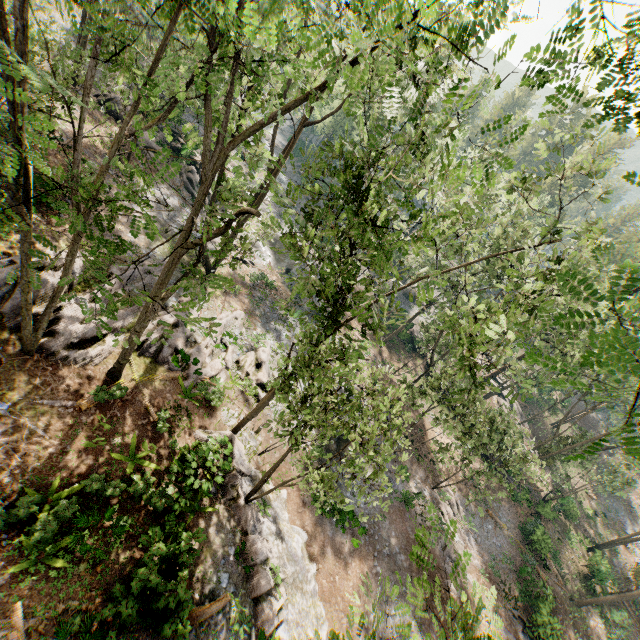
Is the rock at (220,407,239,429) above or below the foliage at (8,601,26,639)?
below

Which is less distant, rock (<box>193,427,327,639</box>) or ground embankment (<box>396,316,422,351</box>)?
rock (<box>193,427,327,639</box>)

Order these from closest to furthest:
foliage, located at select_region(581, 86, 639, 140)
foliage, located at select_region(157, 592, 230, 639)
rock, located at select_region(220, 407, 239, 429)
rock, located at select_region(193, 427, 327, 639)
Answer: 1. foliage, located at select_region(581, 86, 639, 140)
2. foliage, located at select_region(157, 592, 230, 639)
3. rock, located at select_region(193, 427, 327, 639)
4. rock, located at select_region(220, 407, 239, 429)

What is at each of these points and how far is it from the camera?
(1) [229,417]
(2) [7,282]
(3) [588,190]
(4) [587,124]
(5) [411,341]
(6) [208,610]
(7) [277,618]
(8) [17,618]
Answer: (1) rock, 17.9m
(2) foliage, 12.3m
(3) foliage, 11.1m
(4) foliage, 4.6m
(5) ground embankment, 41.8m
(6) foliage, 10.8m
(7) rock, 13.0m
(8) foliage, 8.6m

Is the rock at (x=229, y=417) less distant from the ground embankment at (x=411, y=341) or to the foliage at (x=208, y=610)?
the foliage at (x=208, y=610)

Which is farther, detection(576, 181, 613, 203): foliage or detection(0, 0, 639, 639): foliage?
detection(576, 181, 613, 203): foliage

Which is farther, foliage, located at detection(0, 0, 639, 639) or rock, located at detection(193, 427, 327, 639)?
rock, located at detection(193, 427, 327, 639)
